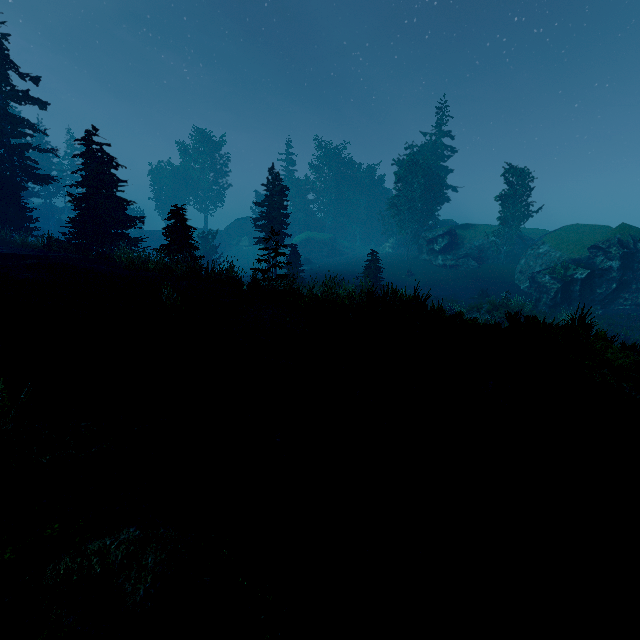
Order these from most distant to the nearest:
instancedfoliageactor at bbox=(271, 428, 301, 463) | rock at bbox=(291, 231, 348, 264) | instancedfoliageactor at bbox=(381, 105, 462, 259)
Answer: rock at bbox=(291, 231, 348, 264)
instancedfoliageactor at bbox=(381, 105, 462, 259)
instancedfoliageactor at bbox=(271, 428, 301, 463)

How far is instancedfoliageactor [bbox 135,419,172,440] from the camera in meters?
5.3 m

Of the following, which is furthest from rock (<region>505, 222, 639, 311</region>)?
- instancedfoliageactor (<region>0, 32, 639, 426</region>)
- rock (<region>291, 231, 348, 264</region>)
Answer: rock (<region>291, 231, 348, 264</region>)

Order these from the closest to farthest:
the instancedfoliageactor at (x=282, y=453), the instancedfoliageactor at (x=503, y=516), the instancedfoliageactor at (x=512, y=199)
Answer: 1. the instancedfoliageactor at (x=503, y=516)
2. the instancedfoliageactor at (x=282, y=453)
3. the instancedfoliageactor at (x=512, y=199)

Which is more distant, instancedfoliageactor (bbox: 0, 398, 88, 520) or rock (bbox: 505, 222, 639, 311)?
rock (bbox: 505, 222, 639, 311)

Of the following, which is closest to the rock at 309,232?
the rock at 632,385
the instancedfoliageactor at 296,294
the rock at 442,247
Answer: the instancedfoliageactor at 296,294

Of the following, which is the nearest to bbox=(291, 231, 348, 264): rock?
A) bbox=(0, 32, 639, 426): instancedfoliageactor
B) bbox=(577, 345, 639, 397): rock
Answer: bbox=(0, 32, 639, 426): instancedfoliageactor

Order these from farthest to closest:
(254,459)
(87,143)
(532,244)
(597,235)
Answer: (532,244)
(597,235)
(87,143)
(254,459)
